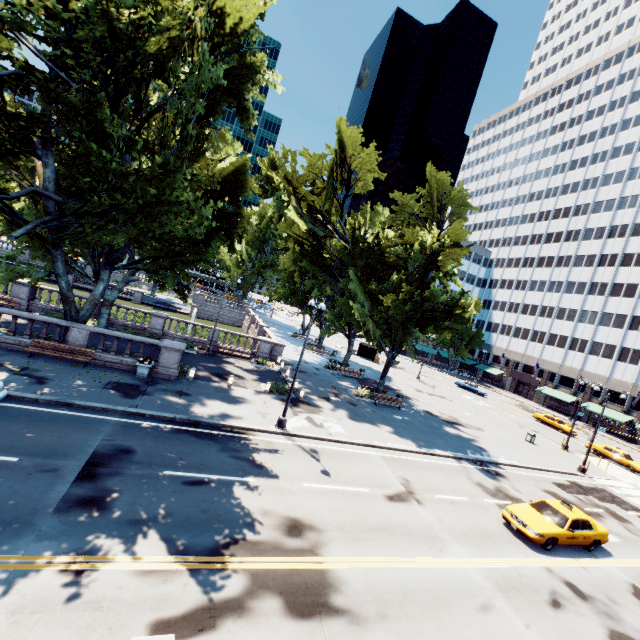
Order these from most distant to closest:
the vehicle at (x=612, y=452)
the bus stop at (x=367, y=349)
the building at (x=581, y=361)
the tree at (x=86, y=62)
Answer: the bus stop at (x=367, y=349), the building at (x=581, y=361), the vehicle at (x=612, y=452), the tree at (x=86, y=62)

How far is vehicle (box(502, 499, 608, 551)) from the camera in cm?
1373

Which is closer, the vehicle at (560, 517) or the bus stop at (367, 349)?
the vehicle at (560, 517)

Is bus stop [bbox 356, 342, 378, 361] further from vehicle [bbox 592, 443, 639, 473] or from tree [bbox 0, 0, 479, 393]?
vehicle [bbox 592, 443, 639, 473]

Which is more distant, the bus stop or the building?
the bus stop

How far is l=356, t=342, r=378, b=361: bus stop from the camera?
53.88m

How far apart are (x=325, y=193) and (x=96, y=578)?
28.2m

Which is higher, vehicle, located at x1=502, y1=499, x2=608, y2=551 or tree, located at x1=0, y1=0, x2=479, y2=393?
tree, located at x1=0, y1=0, x2=479, y2=393
